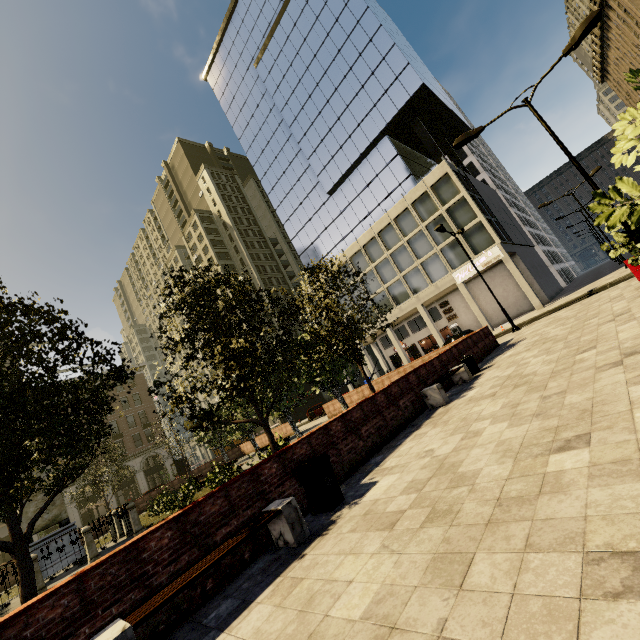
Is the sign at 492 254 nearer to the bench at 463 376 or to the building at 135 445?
the bench at 463 376

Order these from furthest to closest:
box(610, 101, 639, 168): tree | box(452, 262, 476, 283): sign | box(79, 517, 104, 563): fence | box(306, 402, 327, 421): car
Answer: box(306, 402, 327, 421): car
box(452, 262, 476, 283): sign
box(79, 517, 104, 563): fence
box(610, 101, 639, 168): tree

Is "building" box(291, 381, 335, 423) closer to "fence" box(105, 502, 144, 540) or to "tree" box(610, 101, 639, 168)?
"tree" box(610, 101, 639, 168)

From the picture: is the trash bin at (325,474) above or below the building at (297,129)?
below

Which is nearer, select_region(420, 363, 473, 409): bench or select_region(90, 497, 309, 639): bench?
select_region(90, 497, 309, 639): bench

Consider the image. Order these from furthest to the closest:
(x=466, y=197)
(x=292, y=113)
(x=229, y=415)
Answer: (x=292, y=113)
(x=466, y=197)
(x=229, y=415)

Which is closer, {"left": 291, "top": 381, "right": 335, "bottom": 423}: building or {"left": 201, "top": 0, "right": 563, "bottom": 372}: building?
{"left": 201, "top": 0, "right": 563, "bottom": 372}: building

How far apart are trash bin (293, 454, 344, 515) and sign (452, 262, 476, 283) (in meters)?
30.18
